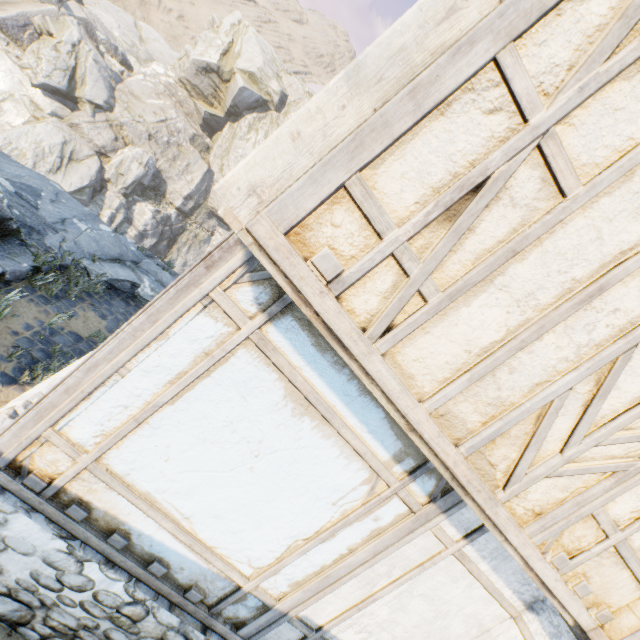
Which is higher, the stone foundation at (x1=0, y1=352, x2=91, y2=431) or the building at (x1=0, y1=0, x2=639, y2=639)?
the building at (x1=0, y1=0, x2=639, y2=639)

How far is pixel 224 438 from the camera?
2.70m

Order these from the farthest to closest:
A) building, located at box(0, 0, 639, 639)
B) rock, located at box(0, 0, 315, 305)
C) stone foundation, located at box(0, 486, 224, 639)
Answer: rock, located at box(0, 0, 315, 305)
stone foundation, located at box(0, 486, 224, 639)
building, located at box(0, 0, 639, 639)

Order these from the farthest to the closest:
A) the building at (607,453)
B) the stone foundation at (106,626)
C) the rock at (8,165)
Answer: the rock at (8,165) → the stone foundation at (106,626) → the building at (607,453)

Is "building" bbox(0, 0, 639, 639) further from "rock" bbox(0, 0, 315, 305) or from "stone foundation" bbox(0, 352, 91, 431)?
"rock" bbox(0, 0, 315, 305)

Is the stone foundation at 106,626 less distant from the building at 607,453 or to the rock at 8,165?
the building at 607,453

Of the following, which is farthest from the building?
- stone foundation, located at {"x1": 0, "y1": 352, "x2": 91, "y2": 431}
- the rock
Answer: the rock
